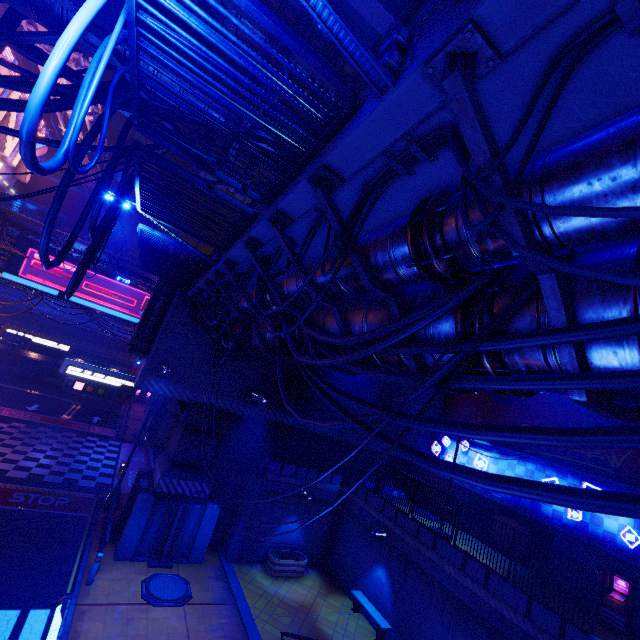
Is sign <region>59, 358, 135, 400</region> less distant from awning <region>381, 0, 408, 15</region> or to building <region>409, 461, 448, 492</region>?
building <region>409, 461, 448, 492</region>

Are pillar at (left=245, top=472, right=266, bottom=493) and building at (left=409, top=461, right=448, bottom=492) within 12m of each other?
no

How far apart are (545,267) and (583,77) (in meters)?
1.34

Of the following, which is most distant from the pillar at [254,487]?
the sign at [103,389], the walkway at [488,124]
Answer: the sign at [103,389]

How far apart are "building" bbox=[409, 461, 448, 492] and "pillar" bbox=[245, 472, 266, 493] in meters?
12.7 m

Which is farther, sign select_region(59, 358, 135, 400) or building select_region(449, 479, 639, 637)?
sign select_region(59, 358, 135, 400)

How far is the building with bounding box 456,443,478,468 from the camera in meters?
20.8 m

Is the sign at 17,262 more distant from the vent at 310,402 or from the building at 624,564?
the building at 624,564
